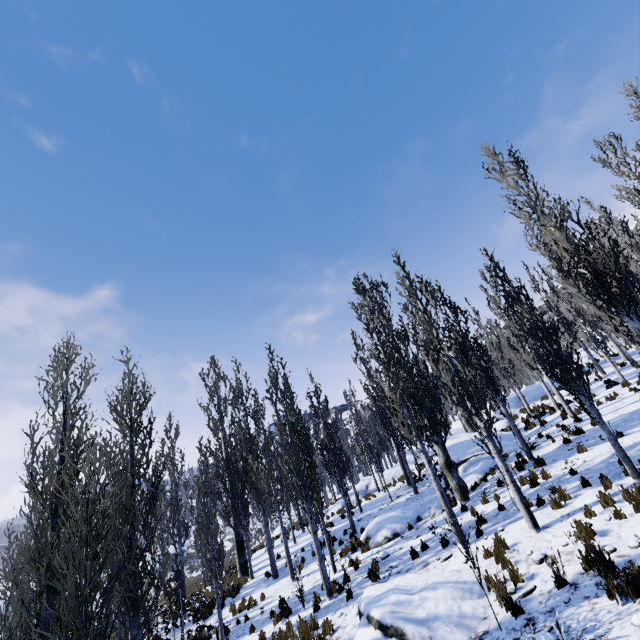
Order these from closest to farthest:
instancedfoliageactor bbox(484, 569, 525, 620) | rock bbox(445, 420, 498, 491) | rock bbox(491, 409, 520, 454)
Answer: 1. instancedfoliageactor bbox(484, 569, 525, 620)
2. rock bbox(445, 420, 498, 491)
3. rock bbox(491, 409, 520, 454)

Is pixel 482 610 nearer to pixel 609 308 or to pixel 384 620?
pixel 384 620

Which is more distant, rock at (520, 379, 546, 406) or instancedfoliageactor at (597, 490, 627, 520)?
rock at (520, 379, 546, 406)

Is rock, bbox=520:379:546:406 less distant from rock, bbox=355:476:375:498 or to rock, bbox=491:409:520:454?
rock, bbox=355:476:375:498

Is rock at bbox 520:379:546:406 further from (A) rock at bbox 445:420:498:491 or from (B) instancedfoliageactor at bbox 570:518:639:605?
(A) rock at bbox 445:420:498:491

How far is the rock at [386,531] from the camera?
13.86m

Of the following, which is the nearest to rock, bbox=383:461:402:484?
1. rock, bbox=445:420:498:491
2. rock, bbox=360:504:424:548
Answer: rock, bbox=445:420:498:491

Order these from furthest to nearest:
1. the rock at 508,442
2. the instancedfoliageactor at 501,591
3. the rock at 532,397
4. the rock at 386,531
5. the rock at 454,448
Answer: the rock at 532,397, the rock at 508,442, the rock at 454,448, the rock at 386,531, the instancedfoliageactor at 501,591
